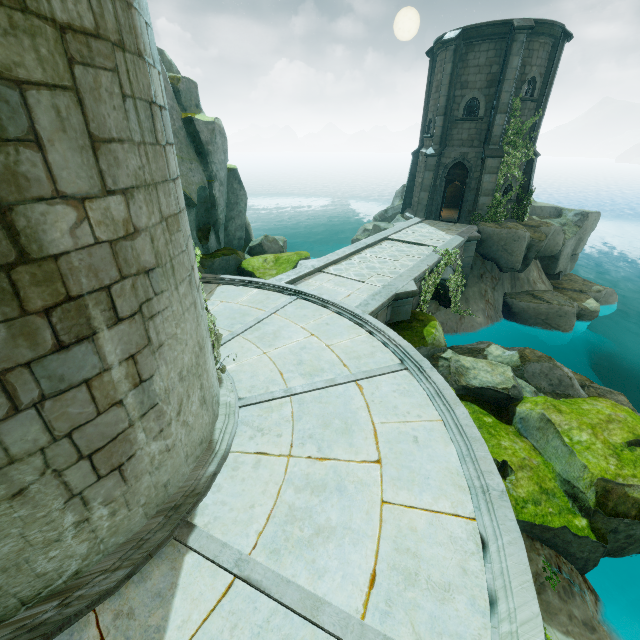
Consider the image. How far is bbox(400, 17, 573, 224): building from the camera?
16.52m

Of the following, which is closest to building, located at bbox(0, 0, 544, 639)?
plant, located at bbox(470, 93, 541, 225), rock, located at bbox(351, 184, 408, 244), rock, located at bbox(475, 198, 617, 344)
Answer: rock, located at bbox(351, 184, 408, 244)

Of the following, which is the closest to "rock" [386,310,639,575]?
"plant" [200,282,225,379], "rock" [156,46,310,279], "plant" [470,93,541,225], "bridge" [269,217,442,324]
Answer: "bridge" [269,217,442,324]

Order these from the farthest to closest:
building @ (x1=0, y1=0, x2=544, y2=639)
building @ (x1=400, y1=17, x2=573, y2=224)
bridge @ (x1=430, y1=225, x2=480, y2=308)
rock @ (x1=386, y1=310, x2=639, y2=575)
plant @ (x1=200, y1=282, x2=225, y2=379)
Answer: building @ (x1=400, y1=17, x2=573, y2=224) → bridge @ (x1=430, y1=225, x2=480, y2=308) → rock @ (x1=386, y1=310, x2=639, y2=575) → plant @ (x1=200, y1=282, x2=225, y2=379) → building @ (x1=0, y1=0, x2=544, y2=639)

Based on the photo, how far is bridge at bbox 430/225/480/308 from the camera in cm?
1562

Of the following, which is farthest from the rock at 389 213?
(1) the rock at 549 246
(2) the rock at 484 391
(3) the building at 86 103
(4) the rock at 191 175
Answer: (3) the building at 86 103

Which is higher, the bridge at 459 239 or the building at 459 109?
the building at 459 109

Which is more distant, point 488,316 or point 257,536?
point 488,316
